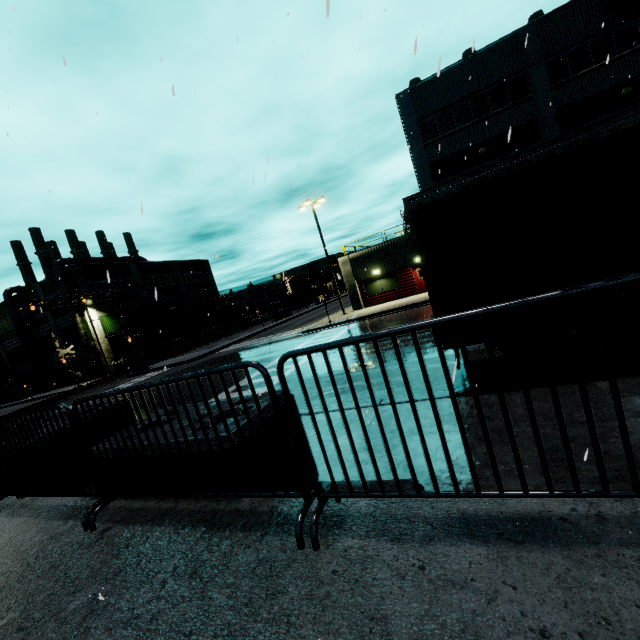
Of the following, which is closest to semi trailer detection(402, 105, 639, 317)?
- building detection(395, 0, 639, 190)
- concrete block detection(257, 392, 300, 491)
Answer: building detection(395, 0, 639, 190)

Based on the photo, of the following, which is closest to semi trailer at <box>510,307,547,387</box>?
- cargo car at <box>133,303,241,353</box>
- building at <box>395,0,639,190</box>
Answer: building at <box>395,0,639,190</box>

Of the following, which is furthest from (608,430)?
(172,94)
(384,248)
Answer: (384,248)

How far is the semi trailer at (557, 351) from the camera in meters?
5.2 m

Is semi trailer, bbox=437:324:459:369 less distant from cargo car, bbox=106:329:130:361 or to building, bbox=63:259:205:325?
building, bbox=63:259:205:325

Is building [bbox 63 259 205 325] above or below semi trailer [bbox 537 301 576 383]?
above

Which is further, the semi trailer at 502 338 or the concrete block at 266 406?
the semi trailer at 502 338

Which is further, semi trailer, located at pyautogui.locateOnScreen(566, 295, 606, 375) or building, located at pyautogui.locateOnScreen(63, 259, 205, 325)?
building, located at pyautogui.locateOnScreen(63, 259, 205, 325)
